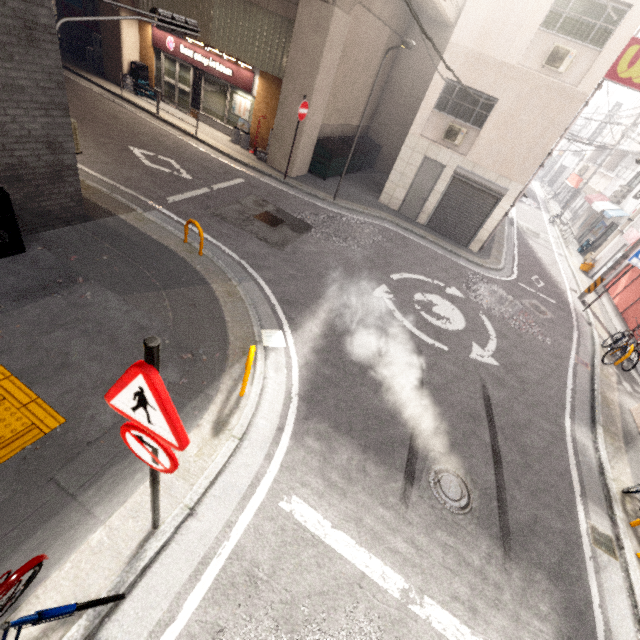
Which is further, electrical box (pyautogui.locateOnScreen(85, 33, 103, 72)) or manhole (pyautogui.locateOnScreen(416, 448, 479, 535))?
electrical box (pyautogui.locateOnScreen(85, 33, 103, 72))

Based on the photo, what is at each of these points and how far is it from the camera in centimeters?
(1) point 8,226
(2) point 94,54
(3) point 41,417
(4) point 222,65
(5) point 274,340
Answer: (1) trash can, 545cm
(2) electrical box, 1609cm
(3) groundtactileadastrip, 400cm
(4) sign, 1373cm
(5) storm drain, 640cm

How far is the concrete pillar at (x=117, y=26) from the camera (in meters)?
14.37

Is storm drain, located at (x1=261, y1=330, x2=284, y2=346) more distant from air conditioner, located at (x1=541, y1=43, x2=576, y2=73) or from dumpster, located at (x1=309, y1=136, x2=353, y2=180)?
air conditioner, located at (x1=541, y1=43, x2=576, y2=73)

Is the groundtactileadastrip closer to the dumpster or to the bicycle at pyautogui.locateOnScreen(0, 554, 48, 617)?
the bicycle at pyautogui.locateOnScreen(0, 554, 48, 617)

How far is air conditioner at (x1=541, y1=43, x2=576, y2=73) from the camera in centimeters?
1008cm

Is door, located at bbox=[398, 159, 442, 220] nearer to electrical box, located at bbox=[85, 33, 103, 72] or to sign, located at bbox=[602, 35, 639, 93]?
sign, located at bbox=[602, 35, 639, 93]

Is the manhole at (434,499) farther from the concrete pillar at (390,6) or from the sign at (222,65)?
the sign at (222,65)
